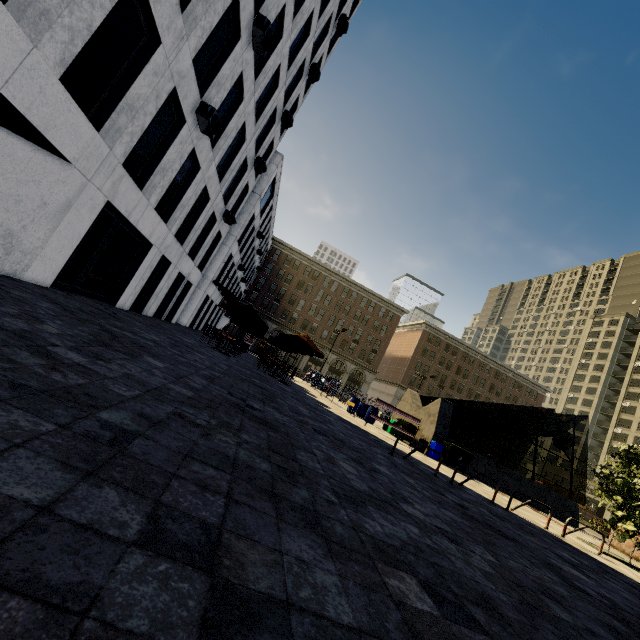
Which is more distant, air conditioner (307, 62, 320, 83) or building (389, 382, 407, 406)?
building (389, 382, 407, 406)

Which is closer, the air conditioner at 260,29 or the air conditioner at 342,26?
the air conditioner at 260,29

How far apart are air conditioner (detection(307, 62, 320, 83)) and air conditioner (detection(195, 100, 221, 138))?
13.5 meters

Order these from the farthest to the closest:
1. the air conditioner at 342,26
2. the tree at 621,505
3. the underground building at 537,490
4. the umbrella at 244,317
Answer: the air conditioner at 342,26 < the underground building at 537,490 < the umbrella at 244,317 < the tree at 621,505

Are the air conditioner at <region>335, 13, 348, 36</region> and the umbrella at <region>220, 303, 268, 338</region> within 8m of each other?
no

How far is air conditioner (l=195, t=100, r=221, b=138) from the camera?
10.55m

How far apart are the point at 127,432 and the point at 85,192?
8.56m

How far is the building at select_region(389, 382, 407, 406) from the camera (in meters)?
Answer: 59.47
